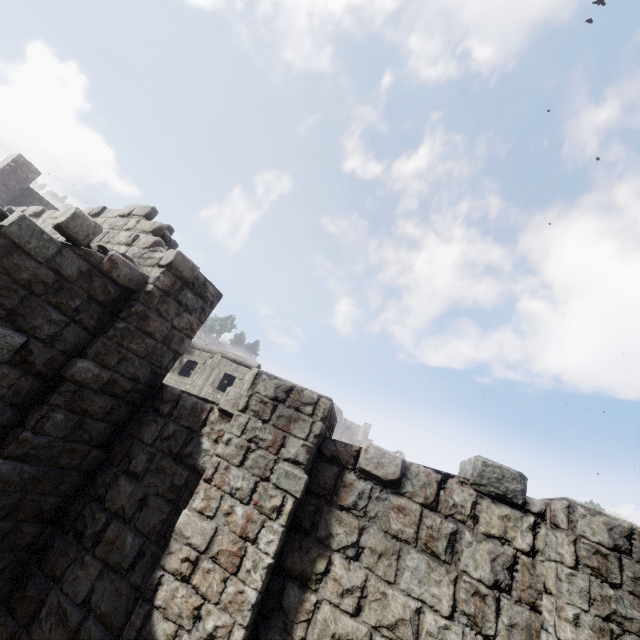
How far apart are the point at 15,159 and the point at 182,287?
20.9 meters
